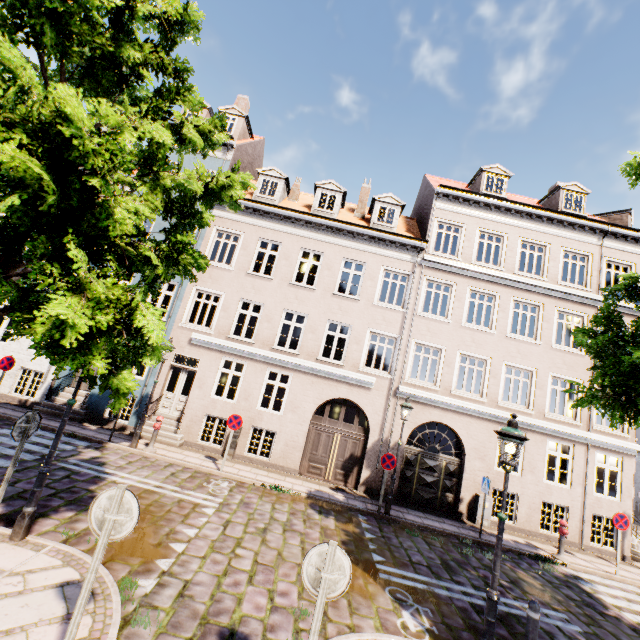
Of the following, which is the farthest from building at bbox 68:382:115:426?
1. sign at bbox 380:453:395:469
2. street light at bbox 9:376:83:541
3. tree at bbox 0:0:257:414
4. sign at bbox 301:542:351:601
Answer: sign at bbox 380:453:395:469

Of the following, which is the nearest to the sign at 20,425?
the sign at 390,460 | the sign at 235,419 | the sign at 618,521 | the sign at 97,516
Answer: the sign at 97,516

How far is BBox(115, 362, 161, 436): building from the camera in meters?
13.0

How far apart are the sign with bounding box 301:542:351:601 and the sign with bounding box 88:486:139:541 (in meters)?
1.90

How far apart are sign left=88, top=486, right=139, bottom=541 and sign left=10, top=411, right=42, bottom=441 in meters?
3.2 m

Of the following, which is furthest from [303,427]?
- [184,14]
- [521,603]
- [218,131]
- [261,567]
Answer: [184,14]

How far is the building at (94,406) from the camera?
12.8 meters

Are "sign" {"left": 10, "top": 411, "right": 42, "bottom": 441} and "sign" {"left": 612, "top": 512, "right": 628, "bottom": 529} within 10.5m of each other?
no
